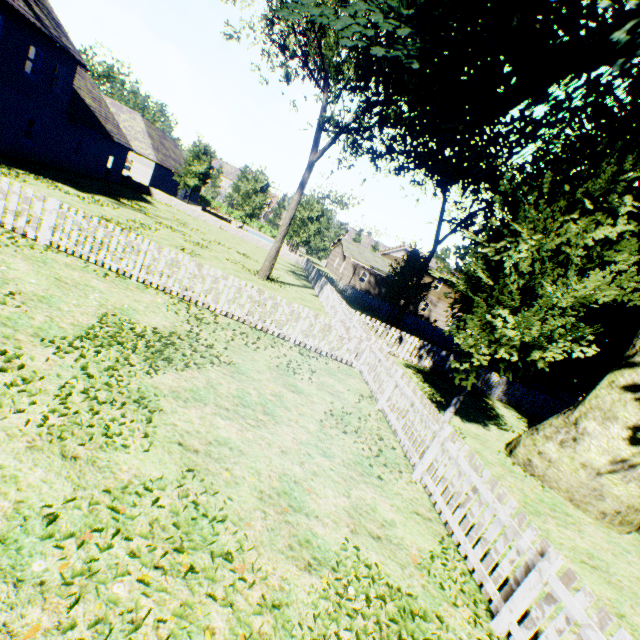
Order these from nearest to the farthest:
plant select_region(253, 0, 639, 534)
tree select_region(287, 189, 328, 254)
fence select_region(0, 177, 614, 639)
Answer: fence select_region(0, 177, 614, 639) < plant select_region(253, 0, 639, 534) < tree select_region(287, 189, 328, 254)

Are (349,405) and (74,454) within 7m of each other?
yes

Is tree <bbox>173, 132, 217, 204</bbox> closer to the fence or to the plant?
the fence

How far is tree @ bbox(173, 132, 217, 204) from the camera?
34.3 meters

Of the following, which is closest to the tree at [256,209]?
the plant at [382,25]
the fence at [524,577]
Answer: the fence at [524,577]

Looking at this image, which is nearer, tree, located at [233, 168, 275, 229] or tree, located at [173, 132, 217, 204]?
tree, located at [173, 132, 217, 204]

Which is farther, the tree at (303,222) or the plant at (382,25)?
the tree at (303,222)
